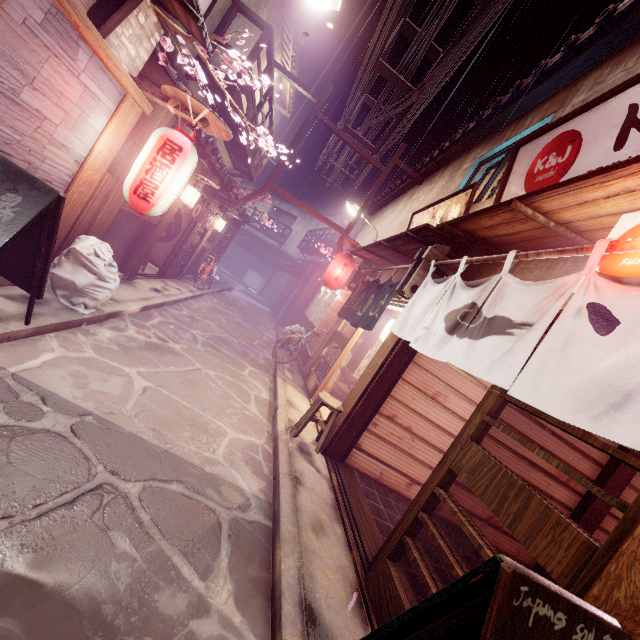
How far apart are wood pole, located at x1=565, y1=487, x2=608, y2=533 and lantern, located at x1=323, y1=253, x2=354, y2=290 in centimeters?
1258cm

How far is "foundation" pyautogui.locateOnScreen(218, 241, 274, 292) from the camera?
51.28m

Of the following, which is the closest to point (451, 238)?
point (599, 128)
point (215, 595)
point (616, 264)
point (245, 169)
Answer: point (599, 128)

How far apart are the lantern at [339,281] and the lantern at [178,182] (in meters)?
10.09

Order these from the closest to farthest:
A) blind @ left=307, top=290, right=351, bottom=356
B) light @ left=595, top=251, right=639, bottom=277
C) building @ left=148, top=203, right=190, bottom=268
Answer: light @ left=595, top=251, right=639, bottom=277 < blind @ left=307, top=290, right=351, bottom=356 < building @ left=148, top=203, right=190, bottom=268

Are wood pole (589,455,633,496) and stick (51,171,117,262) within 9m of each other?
no

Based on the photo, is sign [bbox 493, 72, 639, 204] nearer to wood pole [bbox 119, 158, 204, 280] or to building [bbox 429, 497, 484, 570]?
building [bbox 429, 497, 484, 570]

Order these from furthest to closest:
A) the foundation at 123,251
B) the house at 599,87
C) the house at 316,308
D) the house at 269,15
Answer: the house at 316,308, the house at 269,15, the foundation at 123,251, the house at 599,87
